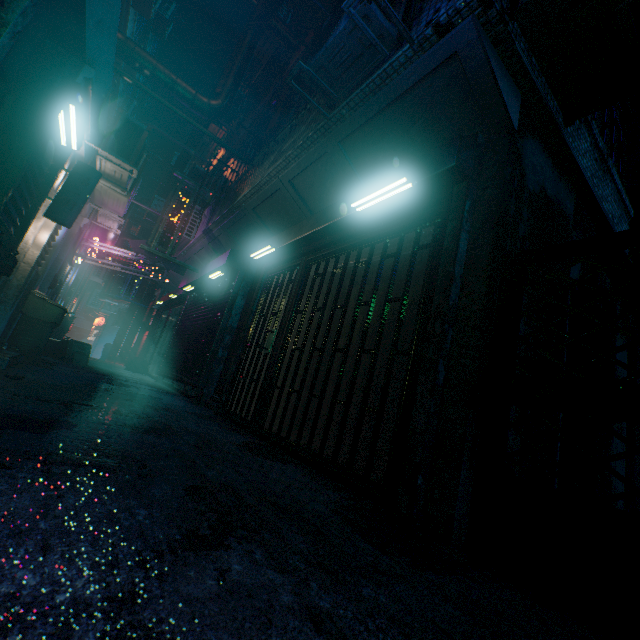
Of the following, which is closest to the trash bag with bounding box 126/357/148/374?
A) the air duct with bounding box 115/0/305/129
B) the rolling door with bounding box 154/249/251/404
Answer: the rolling door with bounding box 154/249/251/404

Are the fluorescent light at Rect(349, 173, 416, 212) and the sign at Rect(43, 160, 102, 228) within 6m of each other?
yes

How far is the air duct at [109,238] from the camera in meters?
8.1 m

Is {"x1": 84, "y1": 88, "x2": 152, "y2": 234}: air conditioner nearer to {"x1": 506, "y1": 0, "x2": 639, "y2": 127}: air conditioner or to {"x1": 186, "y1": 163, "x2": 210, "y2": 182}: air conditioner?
{"x1": 186, "y1": 163, "x2": 210, "y2": 182}: air conditioner

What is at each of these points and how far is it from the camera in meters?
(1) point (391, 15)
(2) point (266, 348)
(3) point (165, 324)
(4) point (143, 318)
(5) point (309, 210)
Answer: (1) air conditioner, 2.4
(2) storefront, 4.2
(3) storefront, 10.9
(4) air duct, 12.9
(5) building support, 4.6

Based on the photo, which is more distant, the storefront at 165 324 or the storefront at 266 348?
the storefront at 165 324

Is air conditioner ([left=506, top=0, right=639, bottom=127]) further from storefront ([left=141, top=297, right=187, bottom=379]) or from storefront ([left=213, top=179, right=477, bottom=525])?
storefront ([left=141, top=297, right=187, bottom=379])

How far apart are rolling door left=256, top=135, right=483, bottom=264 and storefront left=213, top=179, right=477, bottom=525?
0.0m
